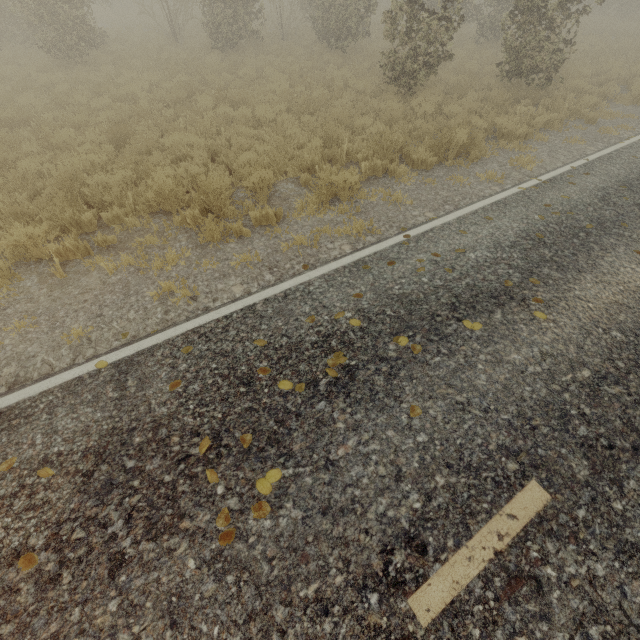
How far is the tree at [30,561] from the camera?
2.4m

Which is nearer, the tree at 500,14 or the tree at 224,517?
the tree at 224,517

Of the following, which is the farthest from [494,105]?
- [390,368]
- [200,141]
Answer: [390,368]

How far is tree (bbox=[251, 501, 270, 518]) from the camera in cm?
264

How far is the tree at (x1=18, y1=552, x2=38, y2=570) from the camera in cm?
244

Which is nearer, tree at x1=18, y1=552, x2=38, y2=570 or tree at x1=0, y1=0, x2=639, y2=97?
tree at x1=18, y1=552, x2=38, y2=570

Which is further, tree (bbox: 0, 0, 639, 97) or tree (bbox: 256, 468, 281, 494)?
tree (bbox: 0, 0, 639, 97)
